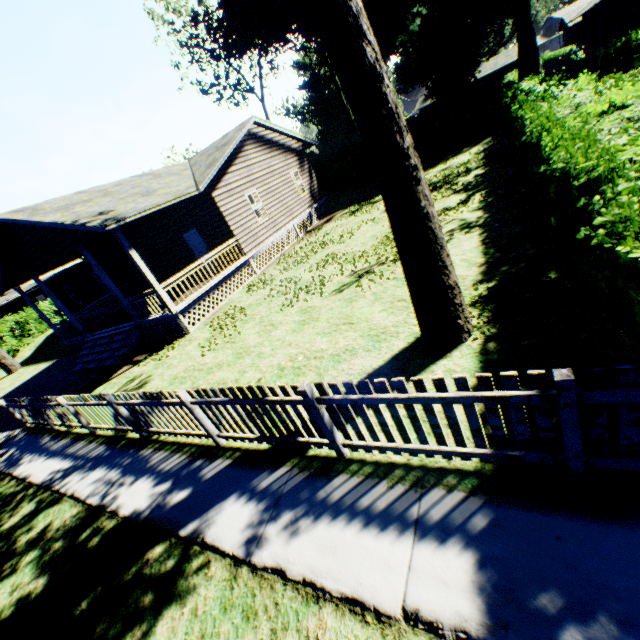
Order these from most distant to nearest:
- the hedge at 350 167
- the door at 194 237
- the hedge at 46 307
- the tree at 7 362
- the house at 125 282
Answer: the hedge at 46 307, the hedge at 350 167, the tree at 7 362, the door at 194 237, the house at 125 282

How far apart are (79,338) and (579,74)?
21.0 meters

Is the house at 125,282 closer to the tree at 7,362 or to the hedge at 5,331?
the tree at 7,362

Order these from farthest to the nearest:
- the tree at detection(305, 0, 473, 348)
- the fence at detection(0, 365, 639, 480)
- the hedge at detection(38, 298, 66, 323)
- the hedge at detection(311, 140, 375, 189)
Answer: the hedge at detection(38, 298, 66, 323), the hedge at detection(311, 140, 375, 189), the tree at detection(305, 0, 473, 348), the fence at detection(0, 365, 639, 480)

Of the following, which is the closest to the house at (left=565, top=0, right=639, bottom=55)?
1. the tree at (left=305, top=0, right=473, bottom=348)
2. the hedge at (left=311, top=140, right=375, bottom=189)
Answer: A: the hedge at (left=311, top=140, right=375, bottom=189)

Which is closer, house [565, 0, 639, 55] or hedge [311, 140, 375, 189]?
house [565, 0, 639, 55]

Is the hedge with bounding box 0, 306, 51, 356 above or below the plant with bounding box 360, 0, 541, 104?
below

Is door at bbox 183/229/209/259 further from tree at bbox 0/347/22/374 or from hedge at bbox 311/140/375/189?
hedge at bbox 311/140/375/189
